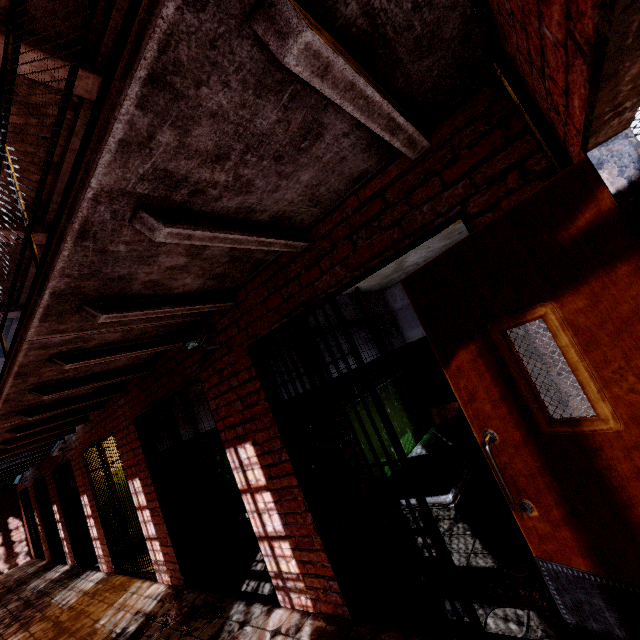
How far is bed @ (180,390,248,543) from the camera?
4.71m

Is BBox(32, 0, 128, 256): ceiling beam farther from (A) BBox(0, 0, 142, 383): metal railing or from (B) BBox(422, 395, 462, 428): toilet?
(B) BBox(422, 395, 462, 428): toilet

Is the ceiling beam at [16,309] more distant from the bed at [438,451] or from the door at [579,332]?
the door at [579,332]

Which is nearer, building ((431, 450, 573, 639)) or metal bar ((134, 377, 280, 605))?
building ((431, 450, 573, 639))

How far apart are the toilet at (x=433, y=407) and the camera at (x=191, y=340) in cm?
352

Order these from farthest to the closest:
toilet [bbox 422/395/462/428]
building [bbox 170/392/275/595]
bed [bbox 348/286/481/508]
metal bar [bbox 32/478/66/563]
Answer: metal bar [bbox 32/478/66/563], toilet [bbox 422/395/462/428], building [bbox 170/392/275/595], bed [bbox 348/286/481/508]

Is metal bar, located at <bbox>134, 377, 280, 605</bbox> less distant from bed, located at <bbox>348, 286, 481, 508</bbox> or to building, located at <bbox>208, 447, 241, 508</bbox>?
building, located at <bbox>208, 447, 241, 508</bbox>

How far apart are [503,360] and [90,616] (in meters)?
6.80
